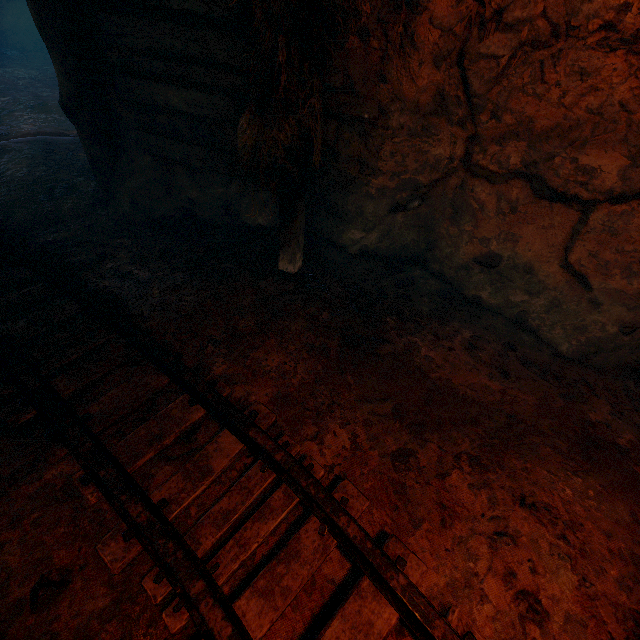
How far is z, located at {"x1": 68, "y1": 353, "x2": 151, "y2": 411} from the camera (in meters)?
2.32

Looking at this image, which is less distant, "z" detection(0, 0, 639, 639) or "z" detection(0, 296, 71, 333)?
"z" detection(0, 0, 639, 639)

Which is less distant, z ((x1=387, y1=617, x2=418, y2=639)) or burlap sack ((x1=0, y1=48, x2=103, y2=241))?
z ((x1=387, y1=617, x2=418, y2=639))

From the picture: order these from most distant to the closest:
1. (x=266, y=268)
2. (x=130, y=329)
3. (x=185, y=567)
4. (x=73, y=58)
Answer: (x=266, y=268), (x=73, y=58), (x=130, y=329), (x=185, y=567)

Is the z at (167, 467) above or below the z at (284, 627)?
above

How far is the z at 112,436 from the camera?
2.1 meters
